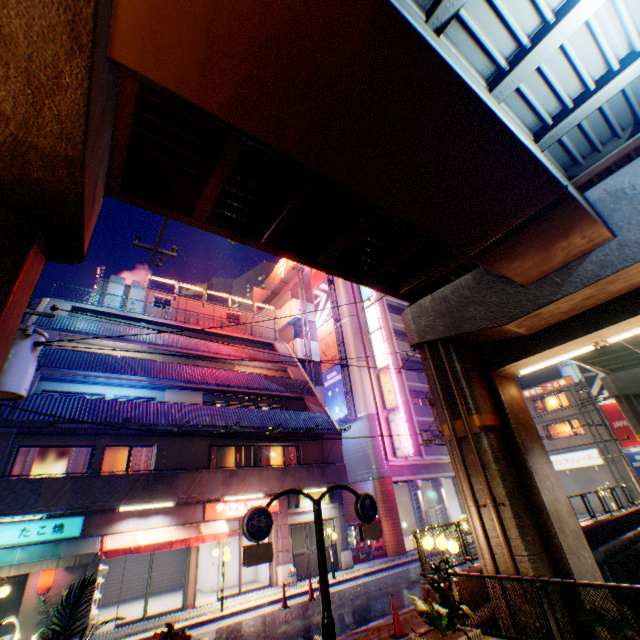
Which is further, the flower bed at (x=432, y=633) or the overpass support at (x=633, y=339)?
the overpass support at (x=633, y=339)

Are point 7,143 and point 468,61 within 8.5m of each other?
yes

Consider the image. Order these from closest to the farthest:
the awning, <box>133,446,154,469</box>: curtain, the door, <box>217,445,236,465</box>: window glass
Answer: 1. the awning
2. <box>133,446,154,469</box>: curtain
3. the door
4. <box>217,445,236,465</box>: window glass

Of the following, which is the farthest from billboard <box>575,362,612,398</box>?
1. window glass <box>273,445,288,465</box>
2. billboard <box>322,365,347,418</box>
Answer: window glass <box>273,445,288,465</box>

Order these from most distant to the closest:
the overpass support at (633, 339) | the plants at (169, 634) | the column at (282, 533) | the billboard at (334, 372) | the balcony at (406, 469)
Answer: the billboard at (334, 372) < the balcony at (406, 469) < the column at (282, 533) < the overpass support at (633, 339) < the plants at (169, 634)

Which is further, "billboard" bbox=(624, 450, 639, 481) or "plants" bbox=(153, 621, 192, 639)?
"billboard" bbox=(624, 450, 639, 481)

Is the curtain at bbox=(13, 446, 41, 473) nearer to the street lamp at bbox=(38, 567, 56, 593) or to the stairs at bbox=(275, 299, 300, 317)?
the street lamp at bbox=(38, 567, 56, 593)

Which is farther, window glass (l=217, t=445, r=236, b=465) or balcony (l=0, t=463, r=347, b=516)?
window glass (l=217, t=445, r=236, b=465)
